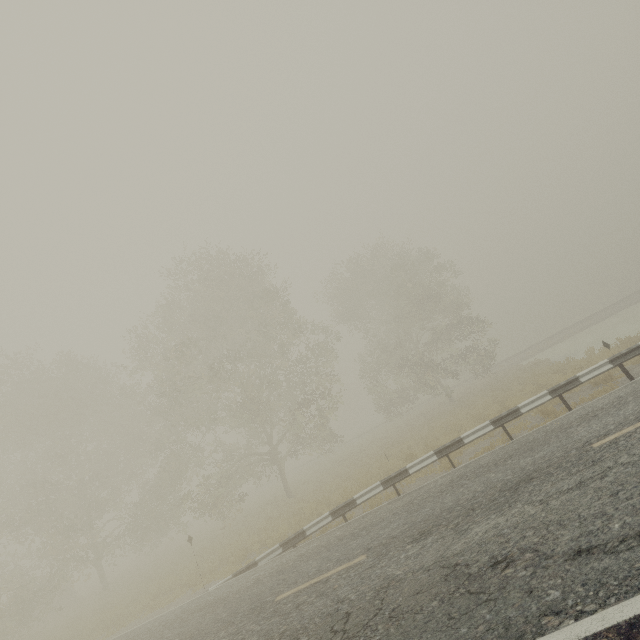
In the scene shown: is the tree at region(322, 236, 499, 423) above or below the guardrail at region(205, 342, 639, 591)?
above

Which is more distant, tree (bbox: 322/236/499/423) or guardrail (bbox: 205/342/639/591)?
tree (bbox: 322/236/499/423)

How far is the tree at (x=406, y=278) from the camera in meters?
25.5 m

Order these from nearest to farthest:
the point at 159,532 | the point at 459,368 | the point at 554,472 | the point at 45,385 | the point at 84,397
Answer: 1. the point at 554,472
2. the point at 84,397
3. the point at 45,385
4. the point at 159,532
5. the point at 459,368

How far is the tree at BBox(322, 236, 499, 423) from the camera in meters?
25.5 m

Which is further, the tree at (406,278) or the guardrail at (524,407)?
the tree at (406,278)
